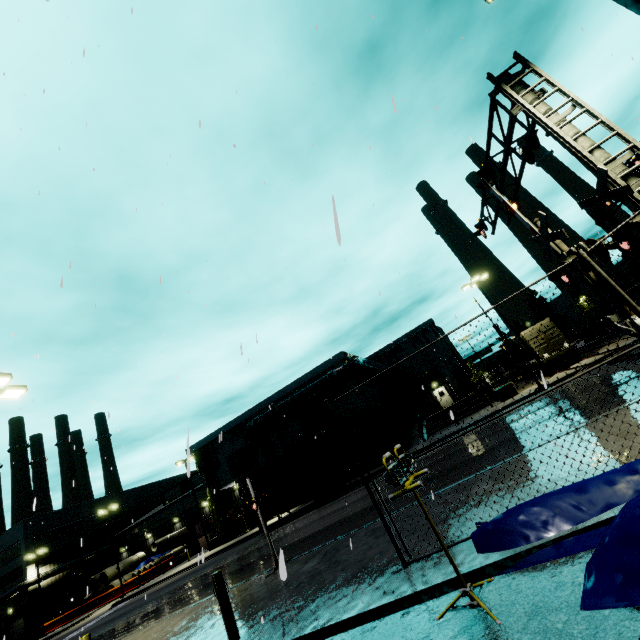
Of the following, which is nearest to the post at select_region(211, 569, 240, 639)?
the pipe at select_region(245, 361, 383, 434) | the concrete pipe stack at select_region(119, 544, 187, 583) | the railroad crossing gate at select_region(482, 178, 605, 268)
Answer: the railroad crossing gate at select_region(482, 178, 605, 268)

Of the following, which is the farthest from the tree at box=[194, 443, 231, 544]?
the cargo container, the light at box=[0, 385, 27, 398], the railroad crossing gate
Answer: the railroad crossing gate

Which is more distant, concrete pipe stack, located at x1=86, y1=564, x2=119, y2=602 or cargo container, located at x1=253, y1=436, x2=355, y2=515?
concrete pipe stack, located at x1=86, y1=564, x2=119, y2=602

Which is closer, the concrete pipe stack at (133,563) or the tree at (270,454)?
the tree at (270,454)

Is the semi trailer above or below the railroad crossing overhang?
below

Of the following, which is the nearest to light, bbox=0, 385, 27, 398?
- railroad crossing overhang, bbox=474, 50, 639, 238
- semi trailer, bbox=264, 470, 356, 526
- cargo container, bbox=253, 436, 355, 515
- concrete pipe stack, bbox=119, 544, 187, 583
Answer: cargo container, bbox=253, 436, 355, 515

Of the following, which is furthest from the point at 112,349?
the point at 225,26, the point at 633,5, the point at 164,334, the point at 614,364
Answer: the point at 614,364

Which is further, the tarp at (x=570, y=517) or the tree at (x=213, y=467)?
the tree at (x=213, y=467)
